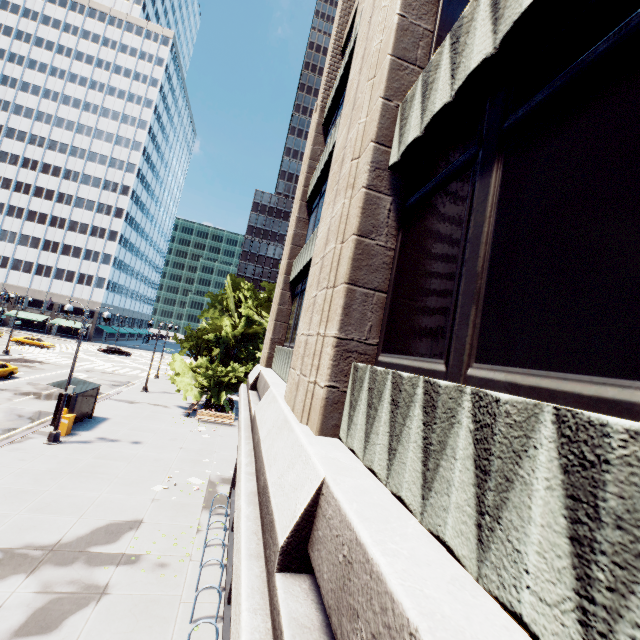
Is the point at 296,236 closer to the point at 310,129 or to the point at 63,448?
the point at 310,129

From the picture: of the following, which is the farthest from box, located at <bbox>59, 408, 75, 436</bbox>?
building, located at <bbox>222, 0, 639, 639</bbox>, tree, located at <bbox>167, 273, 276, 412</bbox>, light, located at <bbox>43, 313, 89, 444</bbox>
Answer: building, located at <bbox>222, 0, 639, 639</bbox>

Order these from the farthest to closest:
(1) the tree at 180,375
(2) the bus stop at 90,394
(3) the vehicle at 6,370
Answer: (1) the tree at 180,375, (3) the vehicle at 6,370, (2) the bus stop at 90,394

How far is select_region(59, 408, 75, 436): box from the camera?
17.86m

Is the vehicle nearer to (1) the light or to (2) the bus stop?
(2) the bus stop

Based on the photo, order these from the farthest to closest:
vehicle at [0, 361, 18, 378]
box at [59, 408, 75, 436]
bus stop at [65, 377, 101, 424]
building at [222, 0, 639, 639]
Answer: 1. vehicle at [0, 361, 18, 378]
2. bus stop at [65, 377, 101, 424]
3. box at [59, 408, 75, 436]
4. building at [222, 0, 639, 639]

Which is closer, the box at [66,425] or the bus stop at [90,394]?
the box at [66,425]

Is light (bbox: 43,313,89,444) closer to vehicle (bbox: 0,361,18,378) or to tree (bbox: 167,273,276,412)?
tree (bbox: 167,273,276,412)
